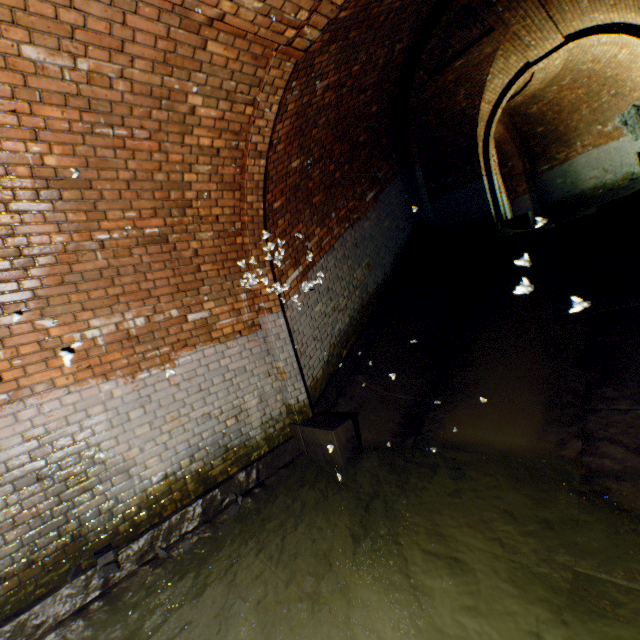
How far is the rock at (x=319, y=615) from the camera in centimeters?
255cm

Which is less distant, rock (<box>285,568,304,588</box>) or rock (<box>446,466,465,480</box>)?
rock (<box>285,568,304,588</box>)

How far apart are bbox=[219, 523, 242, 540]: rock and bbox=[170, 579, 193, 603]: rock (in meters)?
0.50

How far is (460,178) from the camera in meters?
11.2 m

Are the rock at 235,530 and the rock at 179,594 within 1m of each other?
yes

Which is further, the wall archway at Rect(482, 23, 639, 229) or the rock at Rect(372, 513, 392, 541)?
the wall archway at Rect(482, 23, 639, 229)

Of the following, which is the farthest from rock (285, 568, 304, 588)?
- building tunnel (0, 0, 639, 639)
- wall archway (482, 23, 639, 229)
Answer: wall archway (482, 23, 639, 229)

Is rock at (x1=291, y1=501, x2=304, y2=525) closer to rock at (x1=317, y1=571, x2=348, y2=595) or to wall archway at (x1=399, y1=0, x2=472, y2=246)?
rock at (x1=317, y1=571, x2=348, y2=595)
